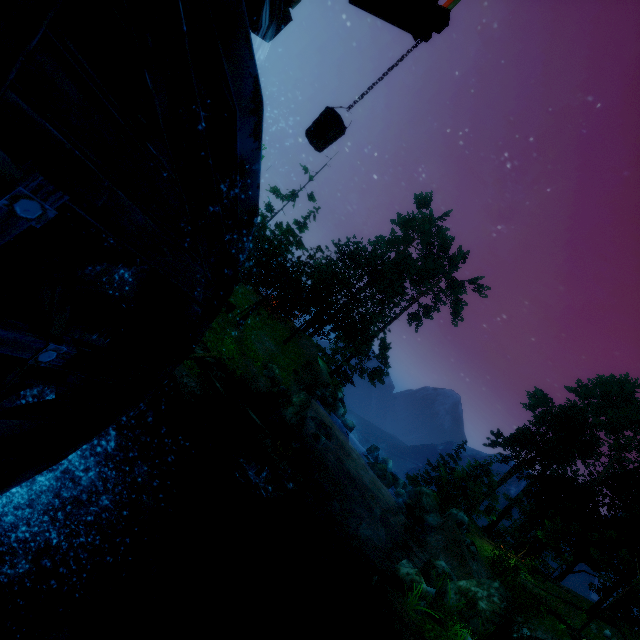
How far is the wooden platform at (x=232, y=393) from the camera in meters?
11.4

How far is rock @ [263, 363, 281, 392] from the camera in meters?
19.6

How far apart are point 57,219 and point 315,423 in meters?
20.5

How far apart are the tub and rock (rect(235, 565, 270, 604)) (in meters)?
3.23

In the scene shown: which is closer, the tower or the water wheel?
the water wheel

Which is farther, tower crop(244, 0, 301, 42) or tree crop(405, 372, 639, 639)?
tree crop(405, 372, 639, 639)

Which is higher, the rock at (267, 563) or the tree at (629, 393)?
the tree at (629, 393)

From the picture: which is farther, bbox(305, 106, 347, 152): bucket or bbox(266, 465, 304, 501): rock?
bbox(266, 465, 304, 501): rock
